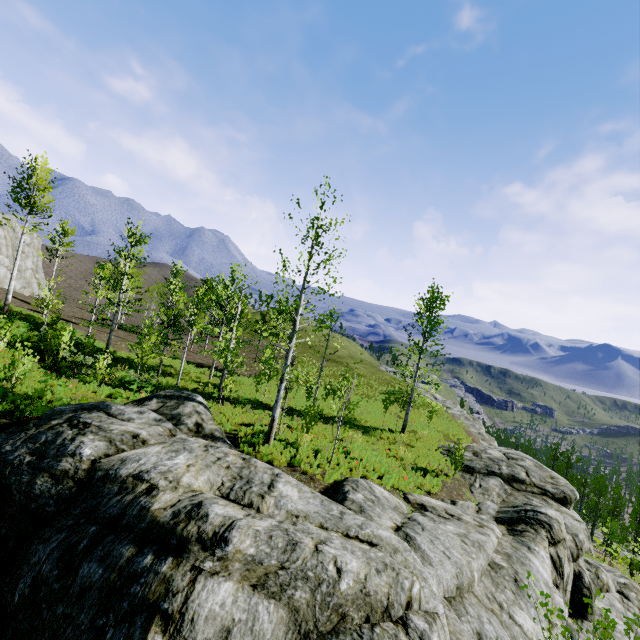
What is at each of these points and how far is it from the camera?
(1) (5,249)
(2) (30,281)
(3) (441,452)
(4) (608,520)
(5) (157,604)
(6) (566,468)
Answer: (1) rock, 40.2 meters
(2) rock, 46.3 meters
(3) rock, 21.4 meters
(4) instancedfoliageactor, 31.9 meters
(5) rock, 4.5 meters
(6) instancedfoliageactor, 45.7 meters

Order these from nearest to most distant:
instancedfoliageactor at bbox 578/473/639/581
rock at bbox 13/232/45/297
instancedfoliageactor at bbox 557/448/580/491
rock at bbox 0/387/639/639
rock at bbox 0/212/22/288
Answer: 1. rock at bbox 0/387/639/639
2. instancedfoliageactor at bbox 578/473/639/581
3. rock at bbox 0/212/22/288
4. rock at bbox 13/232/45/297
5. instancedfoliageactor at bbox 557/448/580/491

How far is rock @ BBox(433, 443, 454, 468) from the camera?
19.7m

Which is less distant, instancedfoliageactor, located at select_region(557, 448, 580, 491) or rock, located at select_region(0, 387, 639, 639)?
rock, located at select_region(0, 387, 639, 639)

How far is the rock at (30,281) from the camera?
42.8m

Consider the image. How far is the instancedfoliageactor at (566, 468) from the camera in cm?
4516
